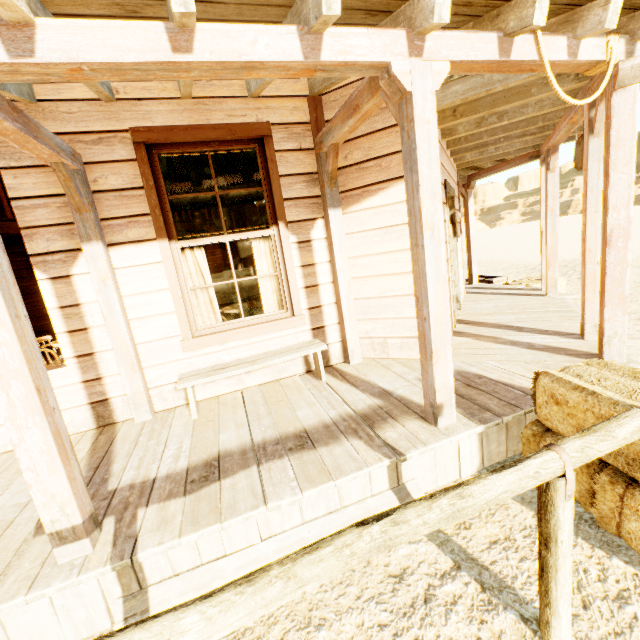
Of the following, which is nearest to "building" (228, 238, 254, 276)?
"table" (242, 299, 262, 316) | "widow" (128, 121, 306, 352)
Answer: "widow" (128, 121, 306, 352)

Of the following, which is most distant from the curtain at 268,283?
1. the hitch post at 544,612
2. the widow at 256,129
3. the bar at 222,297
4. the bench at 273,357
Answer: the bar at 222,297

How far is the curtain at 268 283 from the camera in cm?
410

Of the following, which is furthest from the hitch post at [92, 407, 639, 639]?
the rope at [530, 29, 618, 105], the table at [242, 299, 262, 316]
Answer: the table at [242, 299, 262, 316]

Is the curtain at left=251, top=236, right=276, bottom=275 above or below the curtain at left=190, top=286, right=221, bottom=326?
above

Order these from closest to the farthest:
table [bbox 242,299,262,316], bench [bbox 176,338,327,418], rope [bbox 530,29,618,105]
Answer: rope [bbox 530,29,618,105], bench [bbox 176,338,327,418], table [bbox 242,299,262,316]

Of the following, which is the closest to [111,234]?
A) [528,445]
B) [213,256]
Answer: [528,445]
